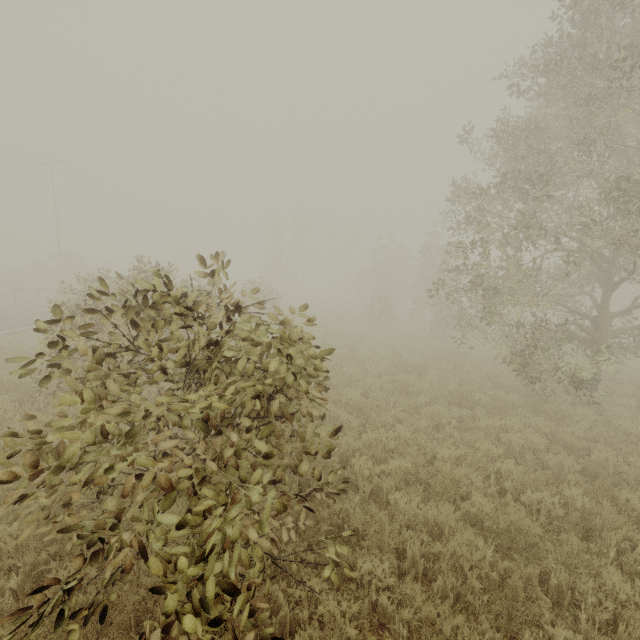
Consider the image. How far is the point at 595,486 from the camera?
5.6m

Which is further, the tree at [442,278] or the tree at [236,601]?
the tree at [442,278]

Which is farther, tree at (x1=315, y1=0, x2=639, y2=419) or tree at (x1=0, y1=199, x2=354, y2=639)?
tree at (x1=315, y1=0, x2=639, y2=419)
